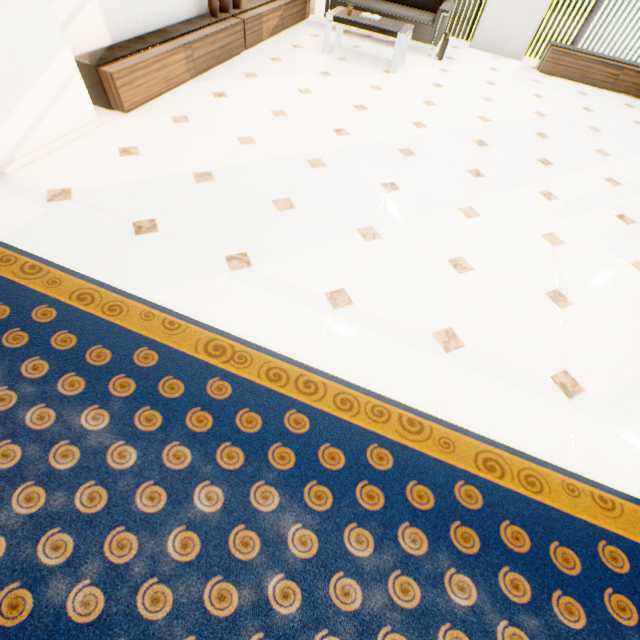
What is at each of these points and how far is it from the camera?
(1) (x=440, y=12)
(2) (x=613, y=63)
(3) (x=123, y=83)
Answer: (1) sofa, 5.0 meters
(2) cupboard, 5.3 meters
(3) cupboard, 3.0 meters

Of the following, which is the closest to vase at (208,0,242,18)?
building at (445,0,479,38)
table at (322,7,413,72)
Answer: table at (322,7,413,72)

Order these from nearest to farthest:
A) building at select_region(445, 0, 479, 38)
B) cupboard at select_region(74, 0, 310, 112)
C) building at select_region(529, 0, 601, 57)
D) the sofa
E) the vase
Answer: cupboard at select_region(74, 0, 310, 112), the vase, the sofa, building at select_region(529, 0, 601, 57), building at select_region(445, 0, 479, 38)

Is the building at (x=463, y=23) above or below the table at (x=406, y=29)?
below

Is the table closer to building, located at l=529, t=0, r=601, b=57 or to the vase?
the vase

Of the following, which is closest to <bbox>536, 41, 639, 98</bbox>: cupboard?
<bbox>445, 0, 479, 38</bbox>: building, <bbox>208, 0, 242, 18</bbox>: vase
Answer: <bbox>208, 0, 242, 18</bbox>: vase

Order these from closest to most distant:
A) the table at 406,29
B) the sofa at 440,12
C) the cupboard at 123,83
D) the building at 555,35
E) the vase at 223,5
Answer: the cupboard at 123,83 < the vase at 223,5 < the table at 406,29 < the sofa at 440,12 < the building at 555,35

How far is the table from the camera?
4.53m
